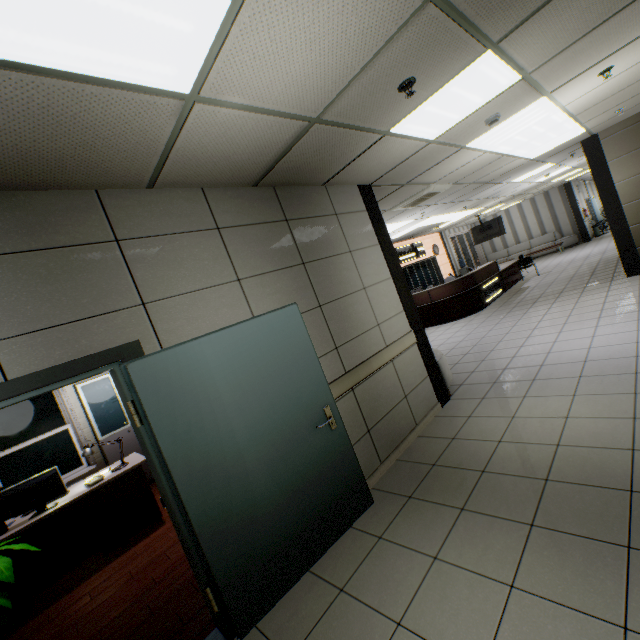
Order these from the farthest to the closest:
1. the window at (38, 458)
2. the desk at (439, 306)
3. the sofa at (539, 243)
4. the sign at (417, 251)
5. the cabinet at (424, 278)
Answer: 1. the sofa at (539, 243)
2. the sign at (417, 251)
3. the cabinet at (424, 278)
4. the desk at (439, 306)
5. the window at (38, 458)

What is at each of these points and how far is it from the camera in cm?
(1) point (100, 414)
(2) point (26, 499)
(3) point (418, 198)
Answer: (1) cabinet, 562
(2) monitor, 367
(3) air conditioning vent, 638

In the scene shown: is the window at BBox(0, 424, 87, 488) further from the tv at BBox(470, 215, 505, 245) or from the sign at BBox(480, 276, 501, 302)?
the tv at BBox(470, 215, 505, 245)

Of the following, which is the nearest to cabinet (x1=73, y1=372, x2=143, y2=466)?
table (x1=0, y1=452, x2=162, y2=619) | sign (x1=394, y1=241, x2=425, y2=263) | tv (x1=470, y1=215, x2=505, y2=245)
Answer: table (x1=0, y1=452, x2=162, y2=619)

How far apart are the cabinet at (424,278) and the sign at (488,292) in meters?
2.9 m

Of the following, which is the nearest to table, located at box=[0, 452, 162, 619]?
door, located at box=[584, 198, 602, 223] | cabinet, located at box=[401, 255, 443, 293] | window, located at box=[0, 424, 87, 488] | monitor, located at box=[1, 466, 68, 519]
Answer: monitor, located at box=[1, 466, 68, 519]

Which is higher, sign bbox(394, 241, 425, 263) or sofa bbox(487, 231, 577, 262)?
sign bbox(394, 241, 425, 263)

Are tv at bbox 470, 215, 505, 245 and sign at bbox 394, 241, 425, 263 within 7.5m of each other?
yes
